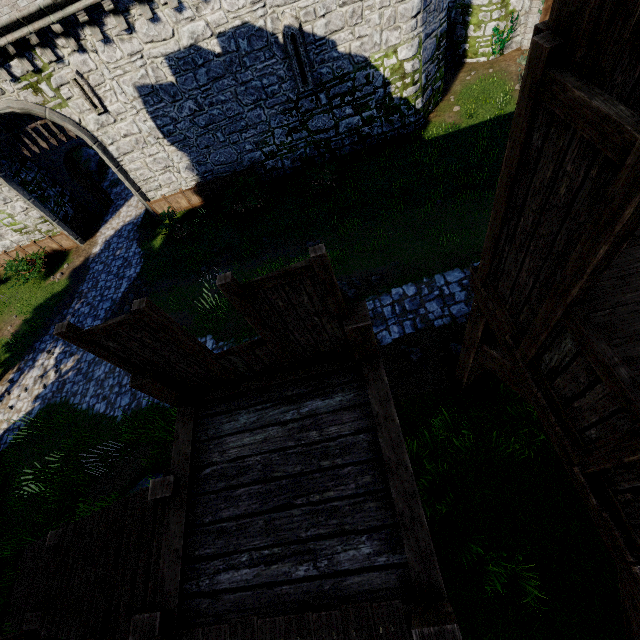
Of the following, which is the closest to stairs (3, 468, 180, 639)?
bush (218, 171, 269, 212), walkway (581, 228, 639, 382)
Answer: walkway (581, 228, 639, 382)

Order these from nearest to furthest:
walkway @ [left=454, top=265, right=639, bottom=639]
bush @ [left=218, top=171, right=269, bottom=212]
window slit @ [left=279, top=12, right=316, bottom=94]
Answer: walkway @ [left=454, top=265, right=639, bottom=639]
window slit @ [left=279, top=12, right=316, bottom=94]
bush @ [left=218, top=171, right=269, bottom=212]

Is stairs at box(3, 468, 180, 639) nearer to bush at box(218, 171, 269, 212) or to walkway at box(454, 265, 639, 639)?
walkway at box(454, 265, 639, 639)

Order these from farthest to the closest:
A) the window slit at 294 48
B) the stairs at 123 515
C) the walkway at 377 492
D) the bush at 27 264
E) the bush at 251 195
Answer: the bush at 27 264
the bush at 251 195
the window slit at 294 48
the stairs at 123 515
the walkway at 377 492

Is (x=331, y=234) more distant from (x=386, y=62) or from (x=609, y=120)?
(x=609, y=120)

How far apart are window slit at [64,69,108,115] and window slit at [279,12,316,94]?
7.6m

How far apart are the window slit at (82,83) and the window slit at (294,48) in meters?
7.6

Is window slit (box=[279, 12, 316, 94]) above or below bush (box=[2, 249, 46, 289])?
above
